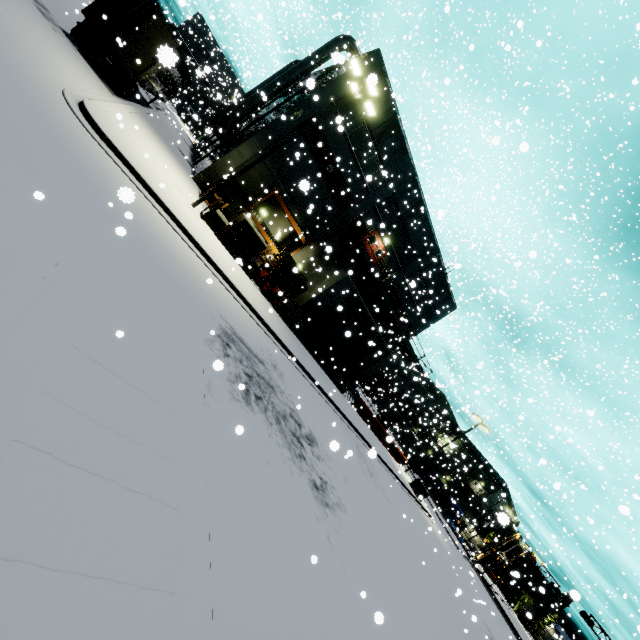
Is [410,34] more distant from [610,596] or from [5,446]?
[610,596]

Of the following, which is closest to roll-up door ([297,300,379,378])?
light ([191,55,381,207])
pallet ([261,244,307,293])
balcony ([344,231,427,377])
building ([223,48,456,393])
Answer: building ([223,48,456,393])

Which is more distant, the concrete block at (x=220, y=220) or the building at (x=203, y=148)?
the building at (x=203, y=148)

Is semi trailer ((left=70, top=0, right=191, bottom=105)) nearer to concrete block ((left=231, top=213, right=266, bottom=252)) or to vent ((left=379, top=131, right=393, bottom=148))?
concrete block ((left=231, top=213, right=266, bottom=252))

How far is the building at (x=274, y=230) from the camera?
23.8 meters

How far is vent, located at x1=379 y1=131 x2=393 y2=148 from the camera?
23.9m

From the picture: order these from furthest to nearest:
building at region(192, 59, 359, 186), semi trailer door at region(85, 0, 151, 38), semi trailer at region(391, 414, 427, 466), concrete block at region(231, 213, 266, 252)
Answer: semi trailer at region(391, 414, 427, 466) < building at region(192, 59, 359, 186) < concrete block at region(231, 213, 266, 252) < semi trailer door at region(85, 0, 151, 38)

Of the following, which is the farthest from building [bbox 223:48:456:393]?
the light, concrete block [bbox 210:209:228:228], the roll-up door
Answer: the light
